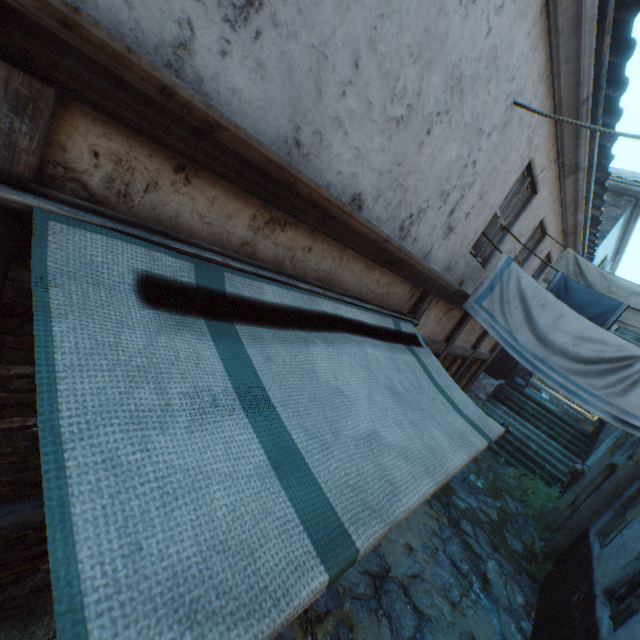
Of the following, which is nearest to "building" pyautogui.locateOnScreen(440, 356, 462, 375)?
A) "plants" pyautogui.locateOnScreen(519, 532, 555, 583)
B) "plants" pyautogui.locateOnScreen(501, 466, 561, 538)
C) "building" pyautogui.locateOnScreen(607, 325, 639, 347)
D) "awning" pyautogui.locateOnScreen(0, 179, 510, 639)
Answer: "awning" pyautogui.locateOnScreen(0, 179, 510, 639)

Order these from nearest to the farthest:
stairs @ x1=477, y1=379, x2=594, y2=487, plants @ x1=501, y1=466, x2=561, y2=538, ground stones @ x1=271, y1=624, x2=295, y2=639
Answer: ground stones @ x1=271, y1=624, x2=295, y2=639, plants @ x1=501, y1=466, x2=561, y2=538, stairs @ x1=477, y1=379, x2=594, y2=487

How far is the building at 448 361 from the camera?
6.8m

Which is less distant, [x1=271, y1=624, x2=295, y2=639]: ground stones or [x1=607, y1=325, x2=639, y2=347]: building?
[x1=271, y1=624, x2=295, y2=639]: ground stones

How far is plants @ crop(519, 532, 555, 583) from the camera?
6.2 meters

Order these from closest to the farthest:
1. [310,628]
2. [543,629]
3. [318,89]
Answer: [318,89], [310,628], [543,629]

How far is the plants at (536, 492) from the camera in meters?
8.1
